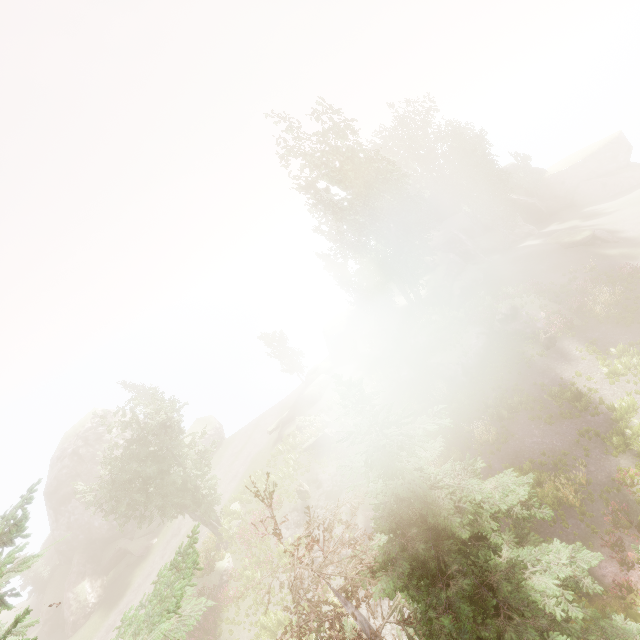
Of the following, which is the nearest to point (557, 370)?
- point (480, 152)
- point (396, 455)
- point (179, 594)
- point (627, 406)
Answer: point (627, 406)

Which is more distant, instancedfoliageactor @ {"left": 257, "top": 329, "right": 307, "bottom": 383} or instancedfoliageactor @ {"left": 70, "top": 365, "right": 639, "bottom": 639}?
instancedfoliageactor @ {"left": 257, "top": 329, "right": 307, "bottom": 383}

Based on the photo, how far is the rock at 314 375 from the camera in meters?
26.0

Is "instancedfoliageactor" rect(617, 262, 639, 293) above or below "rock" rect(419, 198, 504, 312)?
below

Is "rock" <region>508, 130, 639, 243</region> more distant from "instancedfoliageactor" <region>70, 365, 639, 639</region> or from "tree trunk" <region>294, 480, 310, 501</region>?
"tree trunk" <region>294, 480, 310, 501</region>

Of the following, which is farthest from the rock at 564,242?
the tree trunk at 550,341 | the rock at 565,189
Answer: the tree trunk at 550,341

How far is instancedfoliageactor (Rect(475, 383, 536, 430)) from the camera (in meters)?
20.09

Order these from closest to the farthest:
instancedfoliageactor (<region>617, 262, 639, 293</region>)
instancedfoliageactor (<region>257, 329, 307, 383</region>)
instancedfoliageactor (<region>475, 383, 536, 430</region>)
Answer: instancedfoliageactor (<region>475, 383, 536, 430</region>) < instancedfoliageactor (<region>617, 262, 639, 293</region>) < instancedfoliageactor (<region>257, 329, 307, 383</region>)
